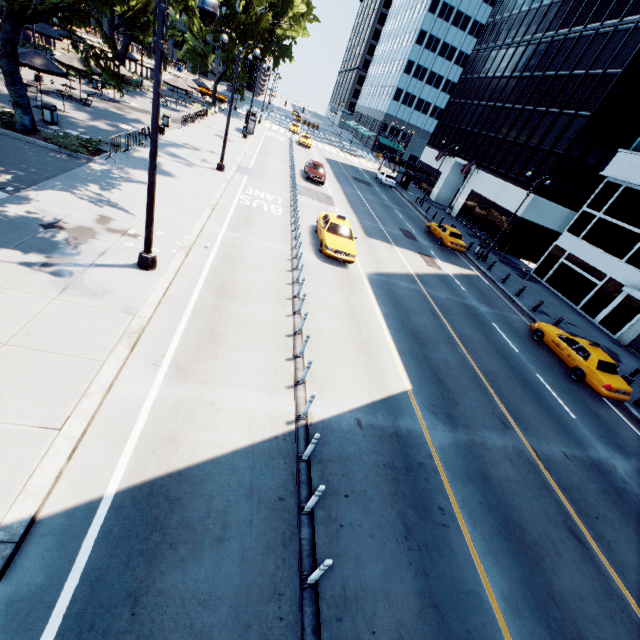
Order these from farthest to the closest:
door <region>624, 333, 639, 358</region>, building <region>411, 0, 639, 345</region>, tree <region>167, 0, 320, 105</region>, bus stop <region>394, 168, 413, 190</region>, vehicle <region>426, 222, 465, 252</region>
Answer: bus stop <region>394, 168, 413, 190</region> < tree <region>167, 0, 320, 105</region> < vehicle <region>426, 222, 465, 252</region> < building <region>411, 0, 639, 345</region> < door <region>624, 333, 639, 358</region>

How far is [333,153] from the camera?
53.3 meters

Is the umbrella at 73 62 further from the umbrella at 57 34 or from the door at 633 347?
the door at 633 347

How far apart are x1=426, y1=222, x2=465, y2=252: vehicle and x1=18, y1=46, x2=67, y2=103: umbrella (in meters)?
27.83

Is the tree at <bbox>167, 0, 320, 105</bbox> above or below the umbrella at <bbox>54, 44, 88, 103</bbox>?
above

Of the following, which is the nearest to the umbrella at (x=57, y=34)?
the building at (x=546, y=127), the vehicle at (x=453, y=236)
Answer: the vehicle at (x=453, y=236)

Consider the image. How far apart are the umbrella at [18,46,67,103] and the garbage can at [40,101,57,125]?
1.90m

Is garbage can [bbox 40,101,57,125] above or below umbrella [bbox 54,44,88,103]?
below
